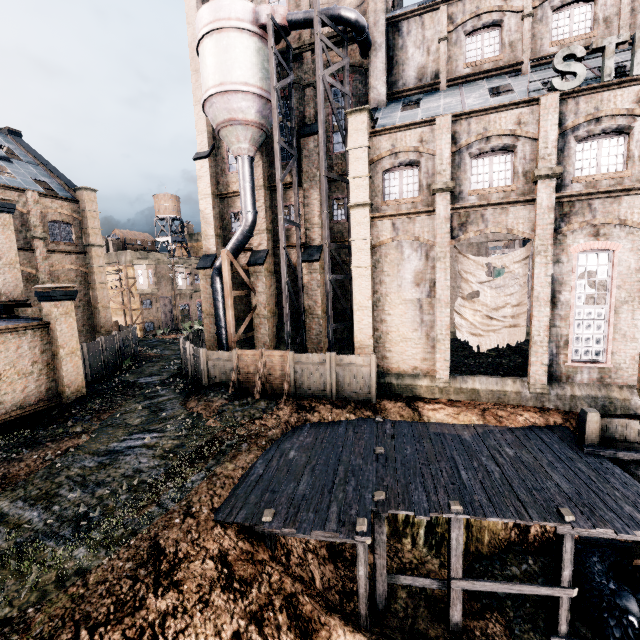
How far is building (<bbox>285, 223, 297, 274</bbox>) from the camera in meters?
25.1

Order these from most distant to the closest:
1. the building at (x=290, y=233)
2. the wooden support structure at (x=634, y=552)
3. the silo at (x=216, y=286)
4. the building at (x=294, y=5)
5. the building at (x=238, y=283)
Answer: the building at (x=238, y=283) → the building at (x=290, y=233) → the silo at (x=216, y=286) → the building at (x=294, y=5) → the wooden support structure at (x=634, y=552)

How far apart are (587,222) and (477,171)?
5.6m

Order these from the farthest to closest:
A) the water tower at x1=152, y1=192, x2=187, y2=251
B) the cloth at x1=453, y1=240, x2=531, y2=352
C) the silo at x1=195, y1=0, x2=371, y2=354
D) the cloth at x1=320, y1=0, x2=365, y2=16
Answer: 1. the water tower at x1=152, y1=192, x2=187, y2=251
2. the cloth at x1=320, y1=0, x2=365, y2=16
3. the silo at x1=195, y1=0, x2=371, y2=354
4. the cloth at x1=453, y1=240, x2=531, y2=352

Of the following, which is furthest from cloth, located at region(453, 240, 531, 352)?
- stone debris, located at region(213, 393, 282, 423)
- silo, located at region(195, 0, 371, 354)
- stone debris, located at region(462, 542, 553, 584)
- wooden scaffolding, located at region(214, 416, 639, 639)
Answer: stone debris, located at region(213, 393, 282, 423)

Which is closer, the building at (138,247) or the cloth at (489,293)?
the cloth at (489,293)

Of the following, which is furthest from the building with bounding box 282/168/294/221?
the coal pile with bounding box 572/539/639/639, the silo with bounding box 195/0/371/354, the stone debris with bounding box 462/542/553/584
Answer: the stone debris with bounding box 462/542/553/584
